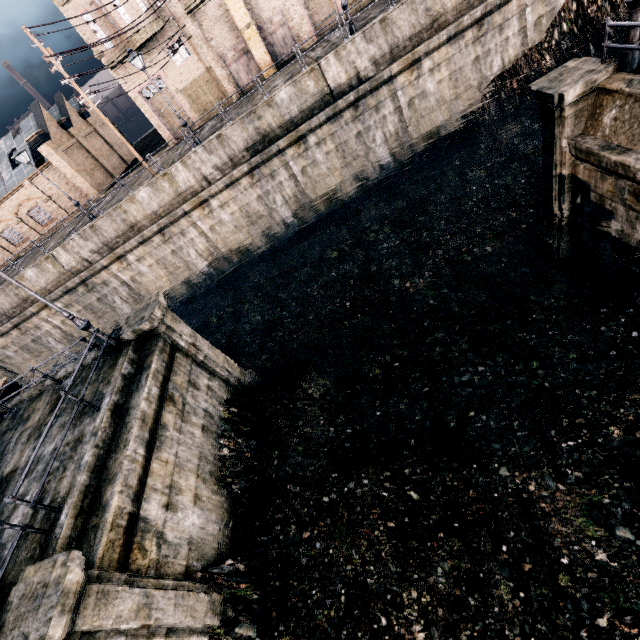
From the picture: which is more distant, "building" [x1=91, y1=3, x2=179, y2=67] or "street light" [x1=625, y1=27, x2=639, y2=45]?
"building" [x1=91, y1=3, x2=179, y2=67]

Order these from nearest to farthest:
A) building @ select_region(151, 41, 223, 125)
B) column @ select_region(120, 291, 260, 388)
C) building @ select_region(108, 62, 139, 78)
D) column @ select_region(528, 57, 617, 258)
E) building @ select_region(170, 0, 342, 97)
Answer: column @ select_region(528, 57, 617, 258), column @ select_region(120, 291, 260, 388), building @ select_region(170, 0, 342, 97), building @ select_region(108, 62, 139, 78), building @ select_region(151, 41, 223, 125)

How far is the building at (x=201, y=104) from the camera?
26.64m

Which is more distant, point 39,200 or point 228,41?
point 39,200

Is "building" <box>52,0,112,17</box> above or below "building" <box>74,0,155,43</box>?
above

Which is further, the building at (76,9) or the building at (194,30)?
the building at (194,30)

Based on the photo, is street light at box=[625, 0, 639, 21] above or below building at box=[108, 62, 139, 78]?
below

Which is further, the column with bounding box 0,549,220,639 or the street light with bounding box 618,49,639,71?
the street light with bounding box 618,49,639,71
